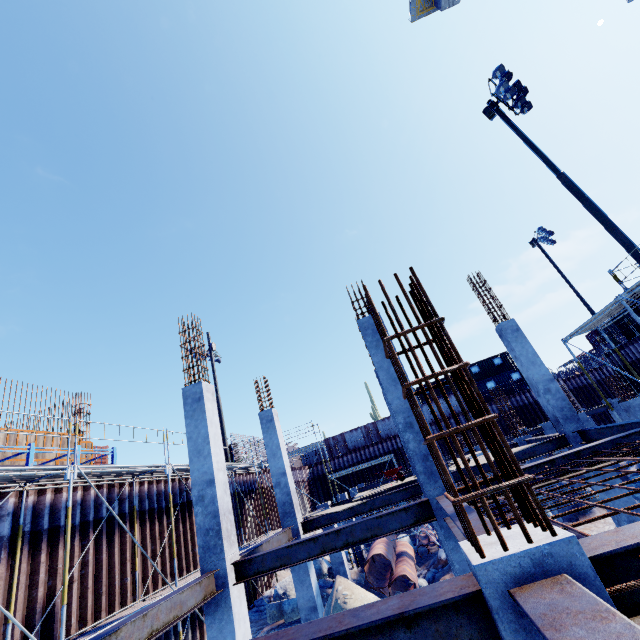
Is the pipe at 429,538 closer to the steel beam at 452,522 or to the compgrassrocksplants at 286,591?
→ the compgrassrocksplants at 286,591

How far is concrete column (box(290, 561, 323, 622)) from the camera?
10.1m

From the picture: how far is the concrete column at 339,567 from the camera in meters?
14.4

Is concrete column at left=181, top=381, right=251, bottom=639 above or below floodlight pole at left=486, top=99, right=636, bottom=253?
below

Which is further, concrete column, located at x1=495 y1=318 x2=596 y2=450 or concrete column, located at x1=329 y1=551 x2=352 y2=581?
concrete column, located at x1=329 y1=551 x2=352 y2=581

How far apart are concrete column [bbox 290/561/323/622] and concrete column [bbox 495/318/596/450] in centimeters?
926cm

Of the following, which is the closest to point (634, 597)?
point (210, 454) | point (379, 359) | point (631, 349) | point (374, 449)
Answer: point (379, 359)

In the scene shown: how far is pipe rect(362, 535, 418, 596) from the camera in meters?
14.0
